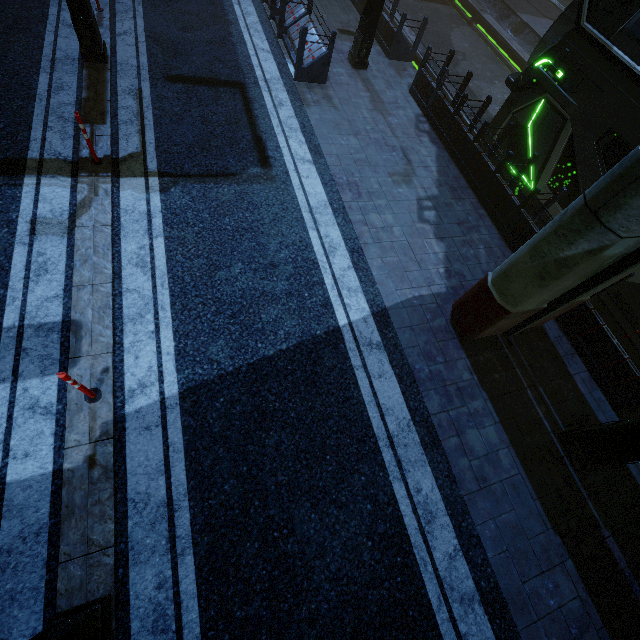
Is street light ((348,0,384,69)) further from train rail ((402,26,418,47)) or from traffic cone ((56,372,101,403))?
traffic cone ((56,372,101,403))

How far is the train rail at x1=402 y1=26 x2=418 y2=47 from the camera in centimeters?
1363cm

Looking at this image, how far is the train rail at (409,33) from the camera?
13.63m

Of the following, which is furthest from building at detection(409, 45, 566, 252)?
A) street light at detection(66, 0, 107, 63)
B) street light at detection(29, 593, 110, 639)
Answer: street light at detection(66, 0, 107, 63)

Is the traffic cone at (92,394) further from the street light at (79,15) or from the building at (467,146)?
the street light at (79,15)

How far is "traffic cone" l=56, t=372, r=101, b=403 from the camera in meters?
3.7 m

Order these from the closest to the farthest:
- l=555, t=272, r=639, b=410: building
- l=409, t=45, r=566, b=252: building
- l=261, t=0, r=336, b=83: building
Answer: l=555, t=272, r=639, b=410: building < l=409, t=45, r=566, b=252: building < l=261, t=0, r=336, b=83: building

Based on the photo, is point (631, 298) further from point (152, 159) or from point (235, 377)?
point (152, 159)
